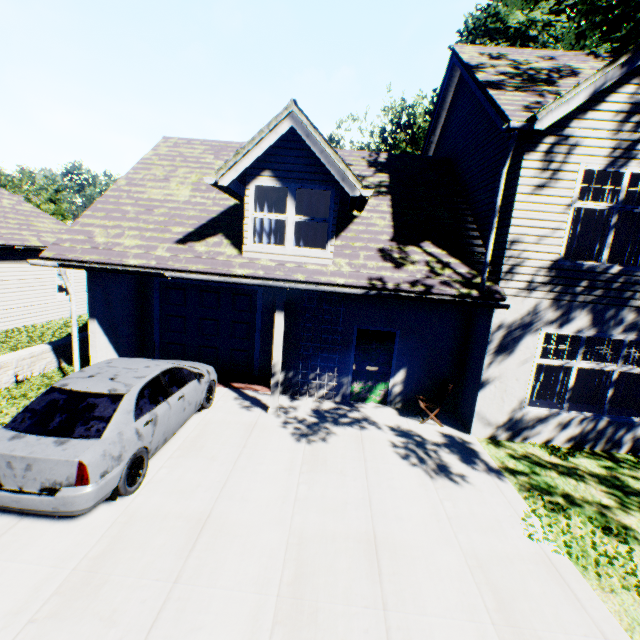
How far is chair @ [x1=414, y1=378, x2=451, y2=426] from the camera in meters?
8.1 m

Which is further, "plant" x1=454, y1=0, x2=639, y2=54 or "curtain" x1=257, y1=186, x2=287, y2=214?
"plant" x1=454, y1=0, x2=639, y2=54

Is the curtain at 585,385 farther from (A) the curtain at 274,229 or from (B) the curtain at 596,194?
(A) the curtain at 274,229

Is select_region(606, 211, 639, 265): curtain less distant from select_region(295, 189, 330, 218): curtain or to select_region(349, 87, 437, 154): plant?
select_region(295, 189, 330, 218): curtain

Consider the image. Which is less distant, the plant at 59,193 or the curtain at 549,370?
the curtain at 549,370

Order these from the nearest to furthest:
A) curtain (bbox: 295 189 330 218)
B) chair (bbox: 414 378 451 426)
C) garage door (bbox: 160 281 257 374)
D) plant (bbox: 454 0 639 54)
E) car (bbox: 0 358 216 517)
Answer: car (bbox: 0 358 216 517), curtain (bbox: 295 189 330 218), chair (bbox: 414 378 451 426), garage door (bbox: 160 281 257 374), plant (bbox: 454 0 639 54)

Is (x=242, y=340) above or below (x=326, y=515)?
above

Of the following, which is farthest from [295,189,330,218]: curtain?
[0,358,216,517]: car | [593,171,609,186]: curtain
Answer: [593,171,609,186]: curtain
